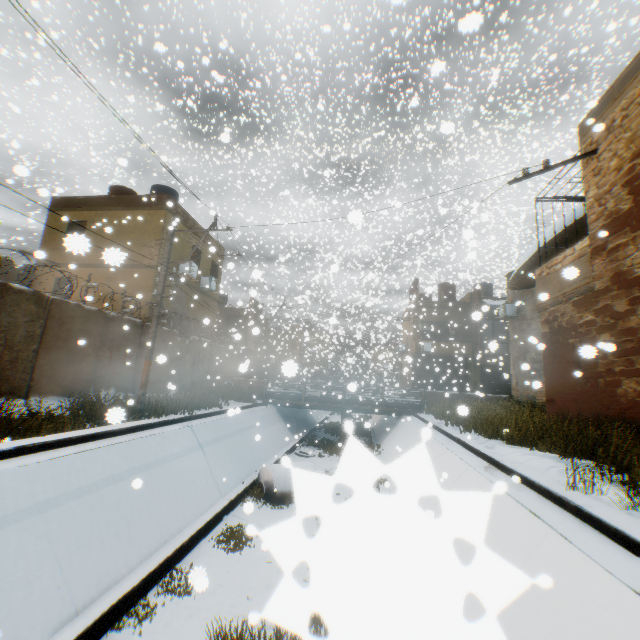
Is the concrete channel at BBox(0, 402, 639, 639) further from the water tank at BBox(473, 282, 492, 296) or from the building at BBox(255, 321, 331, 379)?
the water tank at BBox(473, 282, 492, 296)

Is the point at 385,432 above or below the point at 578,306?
below

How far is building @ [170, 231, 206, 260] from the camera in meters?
17.4 m

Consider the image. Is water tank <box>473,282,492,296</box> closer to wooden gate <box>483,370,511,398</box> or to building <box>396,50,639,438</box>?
building <box>396,50,639,438</box>

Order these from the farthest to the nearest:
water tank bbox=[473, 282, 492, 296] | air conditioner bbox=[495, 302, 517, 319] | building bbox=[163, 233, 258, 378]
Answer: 1. water tank bbox=[473, 282, 492, 296]
2. air conditioner bbox=[495, 302, 517, 319]
3. building bbox=[163, 233, 258, 378]

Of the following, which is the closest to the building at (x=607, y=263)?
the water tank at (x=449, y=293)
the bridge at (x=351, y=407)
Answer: the water tank at (x=449, y=293)

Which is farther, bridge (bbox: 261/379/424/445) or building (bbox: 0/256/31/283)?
bridge (bbox: 261/379/424/445)

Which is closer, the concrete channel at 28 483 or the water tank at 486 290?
the concrete channel at 28 483
